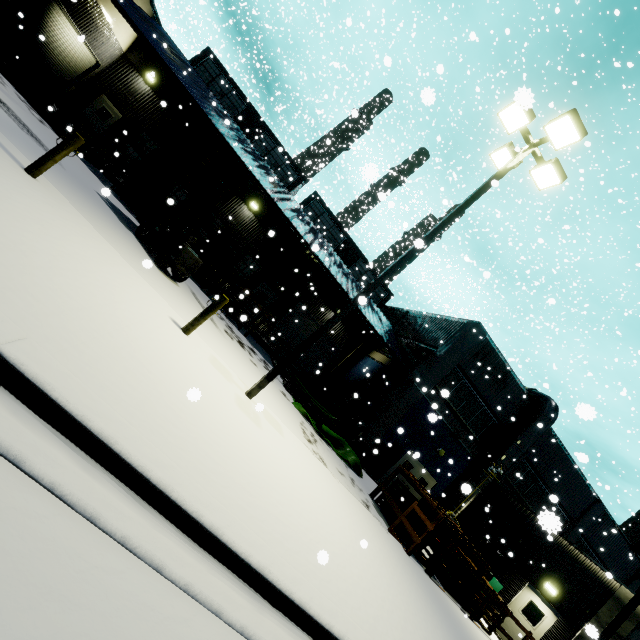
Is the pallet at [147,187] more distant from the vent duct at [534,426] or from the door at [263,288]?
the vent duct at [534,426]

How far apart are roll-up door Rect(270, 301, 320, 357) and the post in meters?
16.8 m

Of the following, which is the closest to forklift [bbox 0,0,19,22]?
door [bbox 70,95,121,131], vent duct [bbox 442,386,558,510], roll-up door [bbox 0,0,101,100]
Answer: roll-up door [bbox 0,0,101,100]

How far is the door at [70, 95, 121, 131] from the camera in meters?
18.8

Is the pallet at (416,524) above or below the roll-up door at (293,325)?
below

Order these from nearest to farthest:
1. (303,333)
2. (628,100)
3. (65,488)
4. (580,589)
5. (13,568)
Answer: (13,568) < (65,488) < (580,589) < (303,333) < (628,100)

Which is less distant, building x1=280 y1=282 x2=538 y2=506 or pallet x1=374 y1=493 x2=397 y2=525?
pallet x1=374 y1=493 x2=397 y2=525

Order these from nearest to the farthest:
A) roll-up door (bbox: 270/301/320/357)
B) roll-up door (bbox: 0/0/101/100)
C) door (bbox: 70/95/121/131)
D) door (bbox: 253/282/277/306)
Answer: roll-up door (bbox: 0/0/101/100), door (bbox: 70/95/121/131), door (bbox: 253/282/277/306), roll-up door (bbox: 270/301/320/357)
